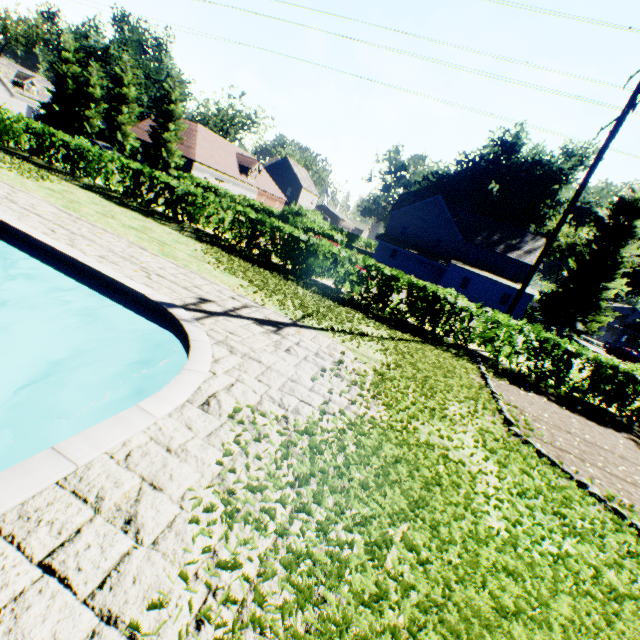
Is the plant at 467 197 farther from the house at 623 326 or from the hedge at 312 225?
the hedge at 312 225

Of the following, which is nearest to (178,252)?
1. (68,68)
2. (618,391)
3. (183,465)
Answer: (183,465)

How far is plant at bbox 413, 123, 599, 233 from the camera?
47.8 meters

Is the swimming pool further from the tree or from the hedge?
the hedge

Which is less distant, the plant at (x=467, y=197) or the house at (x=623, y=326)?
the plant at (x=467, y=197)

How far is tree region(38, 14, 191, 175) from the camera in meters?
33.4

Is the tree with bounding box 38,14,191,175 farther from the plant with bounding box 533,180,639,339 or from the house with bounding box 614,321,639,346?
A: the house with bounding box 614,321,639,346

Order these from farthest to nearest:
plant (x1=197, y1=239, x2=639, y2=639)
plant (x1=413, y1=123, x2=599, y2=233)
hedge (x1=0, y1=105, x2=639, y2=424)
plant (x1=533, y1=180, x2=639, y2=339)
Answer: plant (x1=413, y1=123, x2=599, y2=233)
plant (x1=533, y1=180, x2=639, y2=339)
hedge (x1=0, y1=105, x2=639, y2=424)
plant (x1=197, y1=239, x2=639, y2=639)
